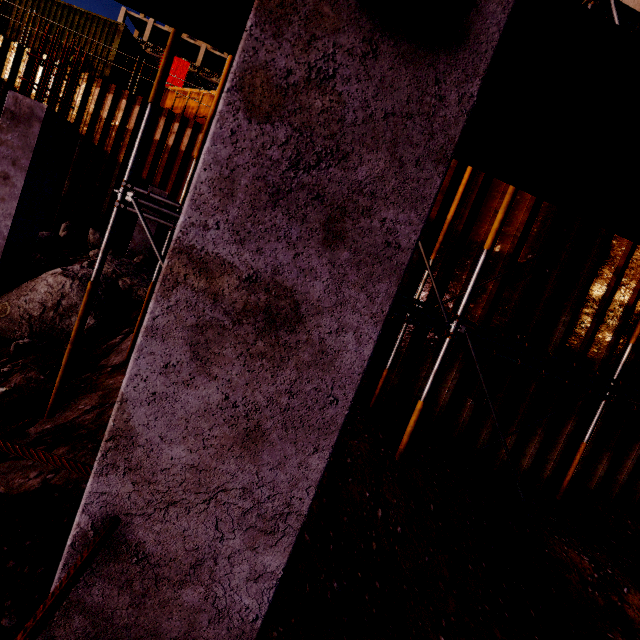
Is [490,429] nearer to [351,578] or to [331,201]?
[351,578]

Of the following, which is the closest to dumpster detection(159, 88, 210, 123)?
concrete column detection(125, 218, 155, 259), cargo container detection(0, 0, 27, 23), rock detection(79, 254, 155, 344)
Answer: cargo container detection(0, 0, 27, 23)

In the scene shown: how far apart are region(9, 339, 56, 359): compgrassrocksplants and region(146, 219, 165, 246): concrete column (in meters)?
5.71

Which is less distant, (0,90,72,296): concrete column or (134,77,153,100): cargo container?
(0,90,72,296): concrete column

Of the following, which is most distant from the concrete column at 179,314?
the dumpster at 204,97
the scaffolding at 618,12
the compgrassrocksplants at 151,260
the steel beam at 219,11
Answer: the dumpster at 204,97

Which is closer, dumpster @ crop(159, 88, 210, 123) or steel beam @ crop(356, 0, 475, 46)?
steel beam @ crop(356, 0, 475, 46)

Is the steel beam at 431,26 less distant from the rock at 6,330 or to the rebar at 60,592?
the rebar at 60,592
